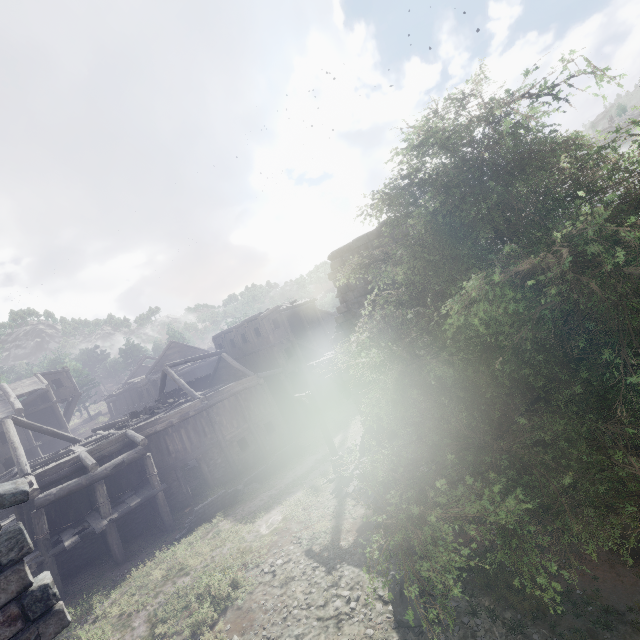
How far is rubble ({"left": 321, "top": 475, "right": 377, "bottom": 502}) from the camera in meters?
13.7

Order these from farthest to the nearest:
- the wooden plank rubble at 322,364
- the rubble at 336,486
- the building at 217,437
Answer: the wooden plank rubble at 322,364
the rubble at 336,486
the building at 217,437

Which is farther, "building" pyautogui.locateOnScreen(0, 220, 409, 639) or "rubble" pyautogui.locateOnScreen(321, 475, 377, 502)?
"rubble" pyautogui.locateOnScreen(321, 475, 377, 502)

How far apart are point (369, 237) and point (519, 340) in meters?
9.3

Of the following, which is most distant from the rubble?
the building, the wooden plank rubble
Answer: the wooden plank rubble

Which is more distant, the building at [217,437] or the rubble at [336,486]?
the rubble at [336,486]

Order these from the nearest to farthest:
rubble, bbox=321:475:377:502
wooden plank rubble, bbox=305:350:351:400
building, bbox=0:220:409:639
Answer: building, bbox=0:220:409:639 < rubble, bbox=321:475:377:502 < wooden plank rubble, bbox=305:350:351:400
